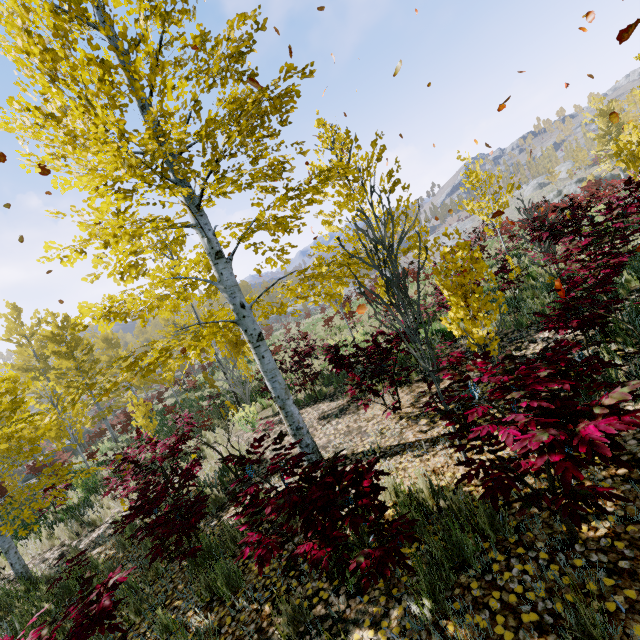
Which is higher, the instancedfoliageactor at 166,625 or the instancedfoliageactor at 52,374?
the instancedfoliageactor at 52,374

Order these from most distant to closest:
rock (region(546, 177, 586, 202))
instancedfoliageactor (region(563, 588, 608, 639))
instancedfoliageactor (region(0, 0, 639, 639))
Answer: rock (region(546, 177, 586, 202)) < instancedfoliageactor (region(0, 0, 639, 639)) < instancedfoliageactor (region(563, 588, 608, 639))

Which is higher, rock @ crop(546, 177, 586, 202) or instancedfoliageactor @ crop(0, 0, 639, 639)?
rock @ crop(546, 177, 586, 202)

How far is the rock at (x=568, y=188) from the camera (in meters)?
44.31

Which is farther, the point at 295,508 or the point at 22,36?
the point at 22,36

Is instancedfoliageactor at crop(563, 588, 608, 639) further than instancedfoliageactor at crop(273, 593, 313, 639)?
No

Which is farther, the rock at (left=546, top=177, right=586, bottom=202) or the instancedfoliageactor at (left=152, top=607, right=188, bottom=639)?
the rock at (left=546, top=177, right=586, bottom=202)

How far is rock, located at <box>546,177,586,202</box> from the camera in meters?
44.3 m
